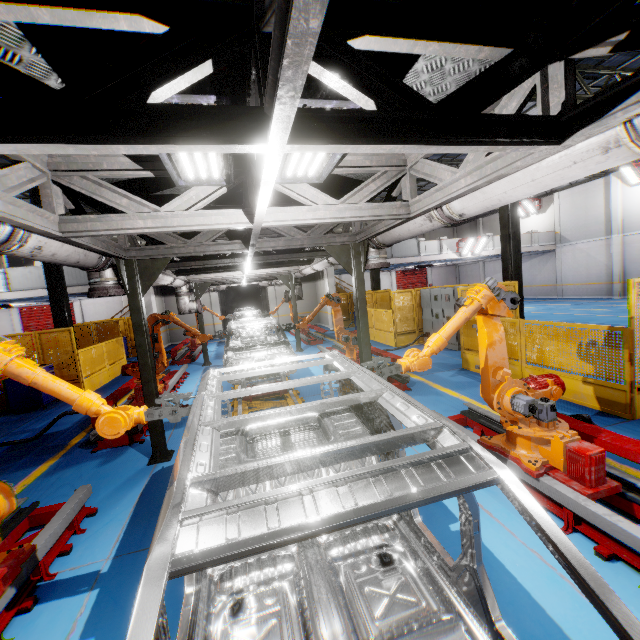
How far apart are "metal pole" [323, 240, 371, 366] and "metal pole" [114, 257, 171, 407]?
2.6m

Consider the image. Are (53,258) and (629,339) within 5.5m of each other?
no

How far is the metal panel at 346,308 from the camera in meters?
20.6 m

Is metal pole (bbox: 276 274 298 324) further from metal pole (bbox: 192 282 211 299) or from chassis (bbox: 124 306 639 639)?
metal pole (bbox: 192 282 211 299)

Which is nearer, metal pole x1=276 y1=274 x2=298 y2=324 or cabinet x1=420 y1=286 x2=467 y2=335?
cabinet x1=420 y1=286 x2=467 y2=335

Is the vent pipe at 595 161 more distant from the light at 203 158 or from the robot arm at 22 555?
the robot arm at 22 555

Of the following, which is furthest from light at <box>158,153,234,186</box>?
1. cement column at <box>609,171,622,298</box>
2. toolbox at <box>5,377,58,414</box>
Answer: cement column at <box>609,171,622,298</box>

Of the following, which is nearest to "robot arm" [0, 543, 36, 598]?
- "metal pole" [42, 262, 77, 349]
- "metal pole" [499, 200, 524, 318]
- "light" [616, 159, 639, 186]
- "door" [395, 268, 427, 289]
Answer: "metal pole" [42, 262, 77, 349]
